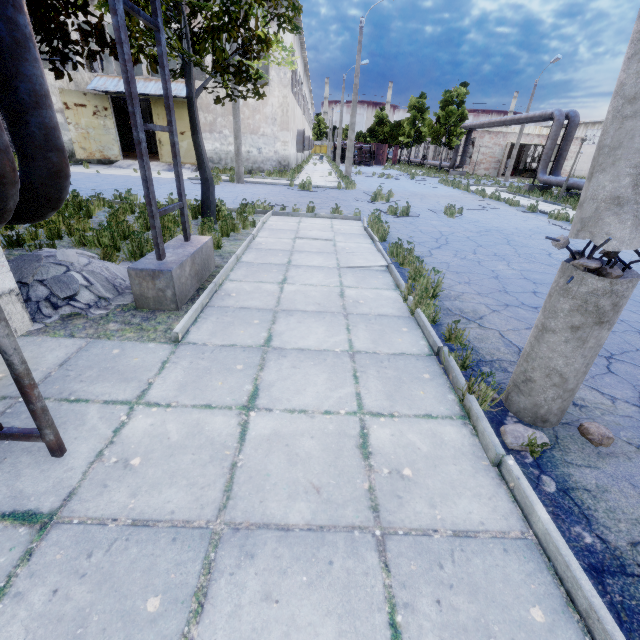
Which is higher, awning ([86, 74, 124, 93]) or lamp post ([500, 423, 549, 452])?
awning ([86, 74, 124, 93])

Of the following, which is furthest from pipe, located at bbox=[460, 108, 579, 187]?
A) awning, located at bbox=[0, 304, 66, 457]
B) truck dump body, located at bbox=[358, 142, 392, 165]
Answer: awning, located at bbox=[0, 304, 66, 457]

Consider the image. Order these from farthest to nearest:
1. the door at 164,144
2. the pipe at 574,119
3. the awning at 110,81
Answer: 1. the door at 164,144
2. the pipe at 574,119
3. the awning at 110,81

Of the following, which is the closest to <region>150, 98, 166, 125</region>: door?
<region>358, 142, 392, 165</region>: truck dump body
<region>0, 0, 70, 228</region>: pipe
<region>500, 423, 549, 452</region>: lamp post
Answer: <region>0, 0, 70, 228</region>: pipe

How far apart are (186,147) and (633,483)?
27.1 meters

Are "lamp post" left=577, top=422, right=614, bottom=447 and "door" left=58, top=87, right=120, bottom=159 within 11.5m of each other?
no

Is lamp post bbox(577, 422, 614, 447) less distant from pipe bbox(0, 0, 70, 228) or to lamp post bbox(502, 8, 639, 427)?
lamp post bbox(502, 8, 639, 427)

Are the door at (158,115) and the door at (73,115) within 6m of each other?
yes
